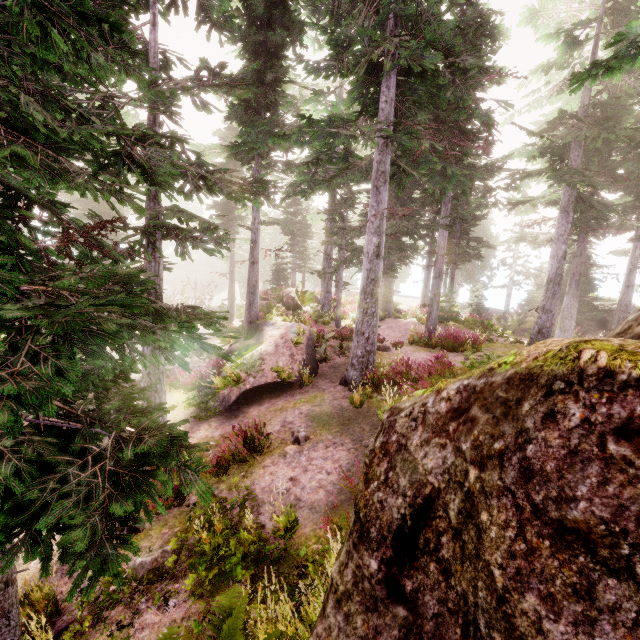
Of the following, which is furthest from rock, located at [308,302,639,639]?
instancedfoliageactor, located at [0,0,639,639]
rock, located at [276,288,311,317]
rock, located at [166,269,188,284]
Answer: rock, located at [166,269,188,284]

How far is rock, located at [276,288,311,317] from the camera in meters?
19.3

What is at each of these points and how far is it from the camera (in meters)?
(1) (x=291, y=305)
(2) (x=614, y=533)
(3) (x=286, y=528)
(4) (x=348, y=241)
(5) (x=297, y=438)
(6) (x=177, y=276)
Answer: (1) rock, 19.30
(2) rock, 1.50
(3) instancedfoliageactor, 5.44
(4) instancedfoliageactor, 20.67
(5) instancedfoliageactor, 8.27
(6) rock, 56.03

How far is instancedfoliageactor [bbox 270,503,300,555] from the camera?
5.13m

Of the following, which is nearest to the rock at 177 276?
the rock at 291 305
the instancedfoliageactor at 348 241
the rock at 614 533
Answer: the instancedfoliageactor at 348 241

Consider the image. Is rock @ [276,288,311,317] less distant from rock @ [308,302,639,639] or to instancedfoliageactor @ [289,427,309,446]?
instancedfoliageactor @ [289,427,309,446]

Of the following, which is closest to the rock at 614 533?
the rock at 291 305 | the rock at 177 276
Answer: the rock at 291 305

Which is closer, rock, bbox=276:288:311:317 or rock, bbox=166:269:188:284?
rock, bbox=276:288:311:317
